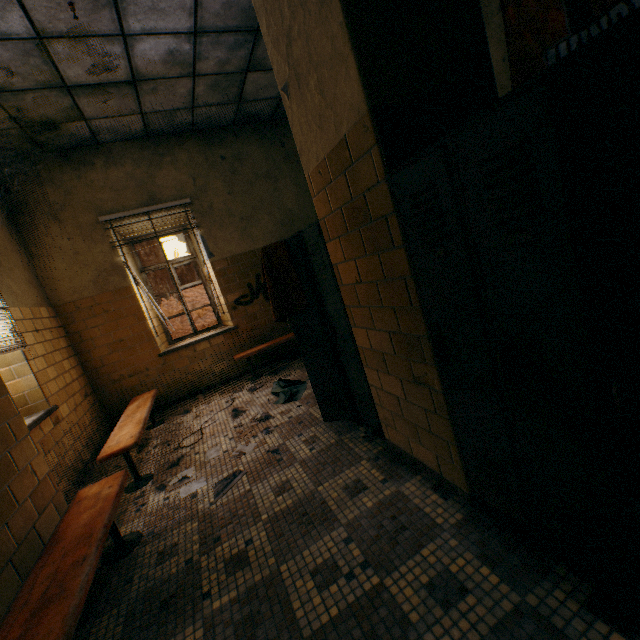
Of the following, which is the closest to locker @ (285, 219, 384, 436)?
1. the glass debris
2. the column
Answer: the column

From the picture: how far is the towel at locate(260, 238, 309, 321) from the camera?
2.5m

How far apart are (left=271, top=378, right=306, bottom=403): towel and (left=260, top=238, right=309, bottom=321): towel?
1.6 meters

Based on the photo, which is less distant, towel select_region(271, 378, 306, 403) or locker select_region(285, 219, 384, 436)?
locker select_region(285, 219, 384, 436)

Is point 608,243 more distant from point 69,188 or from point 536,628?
point 69,188

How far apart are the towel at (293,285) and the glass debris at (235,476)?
1.34m

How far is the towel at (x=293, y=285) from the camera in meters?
2.5 m

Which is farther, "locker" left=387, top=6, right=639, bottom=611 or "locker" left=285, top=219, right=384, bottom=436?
"locker" left=285, top=219, right=384, bottom=436
